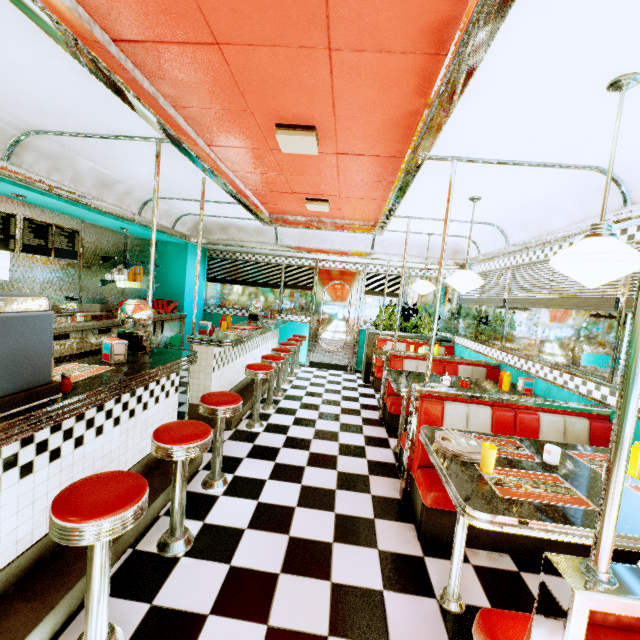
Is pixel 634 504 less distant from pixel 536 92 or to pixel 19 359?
pixel 536 92

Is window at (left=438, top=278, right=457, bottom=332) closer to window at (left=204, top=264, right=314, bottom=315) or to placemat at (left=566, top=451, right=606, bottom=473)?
window at (left=204, top=264, right=314, bottom=315)

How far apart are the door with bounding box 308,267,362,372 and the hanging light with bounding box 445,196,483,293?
3.9 meters

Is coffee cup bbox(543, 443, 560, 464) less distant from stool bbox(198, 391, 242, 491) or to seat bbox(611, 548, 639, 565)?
seat bbox(611, 548, 639, 565)

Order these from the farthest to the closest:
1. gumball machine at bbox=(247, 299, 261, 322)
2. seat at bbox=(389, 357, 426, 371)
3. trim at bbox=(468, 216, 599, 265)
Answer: gumball machine at bbox=(247, 299, 261, 322), seat at bbox=(389, 357, 426, 371), trim at bbox=(468, 216, 599, 265)

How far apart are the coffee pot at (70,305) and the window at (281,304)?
3.4m

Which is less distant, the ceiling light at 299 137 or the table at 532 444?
the table at 532 444

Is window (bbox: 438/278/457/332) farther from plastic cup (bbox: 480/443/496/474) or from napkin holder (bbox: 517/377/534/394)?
plastic cup (bbox: 480/443/496/474)
